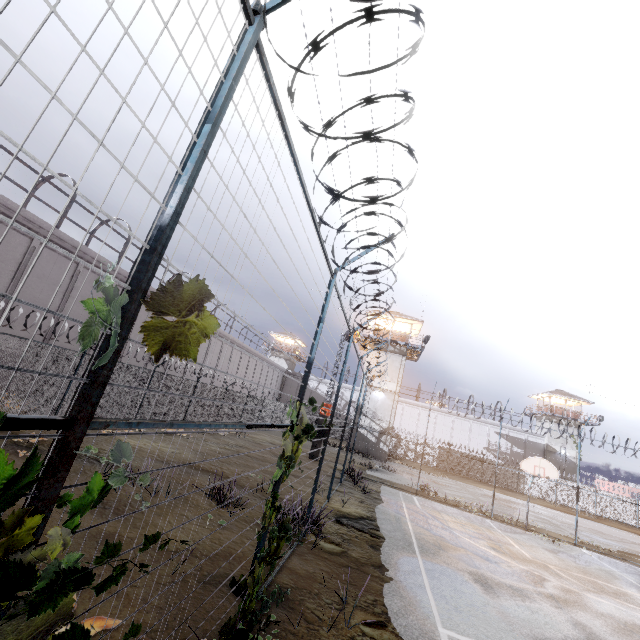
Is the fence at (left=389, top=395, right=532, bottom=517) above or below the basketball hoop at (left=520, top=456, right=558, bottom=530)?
below

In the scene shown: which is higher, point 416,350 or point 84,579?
point 416,350

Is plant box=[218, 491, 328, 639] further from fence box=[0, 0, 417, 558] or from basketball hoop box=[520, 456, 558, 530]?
basketball hoop box=[520, 456, 558, 530]

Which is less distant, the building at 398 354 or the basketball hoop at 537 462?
the basketball hoop at 537 462

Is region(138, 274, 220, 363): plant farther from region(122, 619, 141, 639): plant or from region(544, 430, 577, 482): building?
region(544, 430, 577, 482): building

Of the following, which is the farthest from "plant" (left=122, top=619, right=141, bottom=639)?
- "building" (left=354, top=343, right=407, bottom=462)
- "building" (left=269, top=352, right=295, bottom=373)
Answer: "building" (left=269, top=352, right=295, bottom=373)

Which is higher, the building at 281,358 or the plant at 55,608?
the building at 281,358

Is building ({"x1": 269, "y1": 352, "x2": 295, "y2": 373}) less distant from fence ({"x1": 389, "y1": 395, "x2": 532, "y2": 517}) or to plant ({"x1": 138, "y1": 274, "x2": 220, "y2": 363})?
fence ({"x1": 389, "y1": 395, "x2": 532, "y2": 517})
